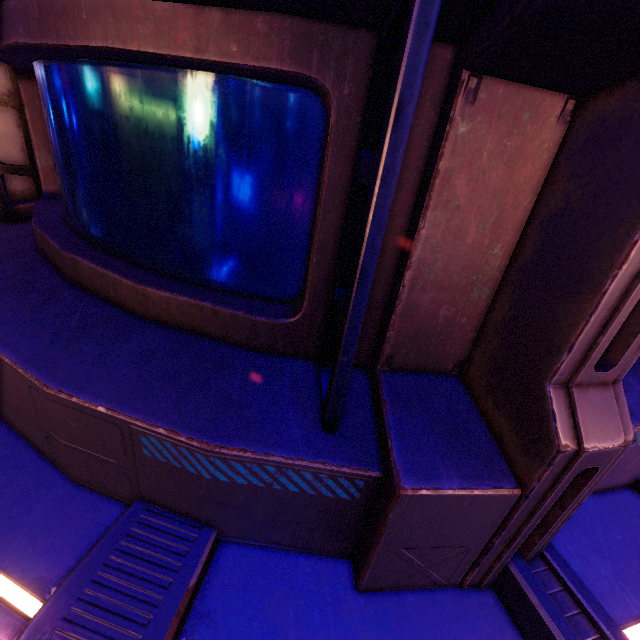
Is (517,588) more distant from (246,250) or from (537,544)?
(246,250)
